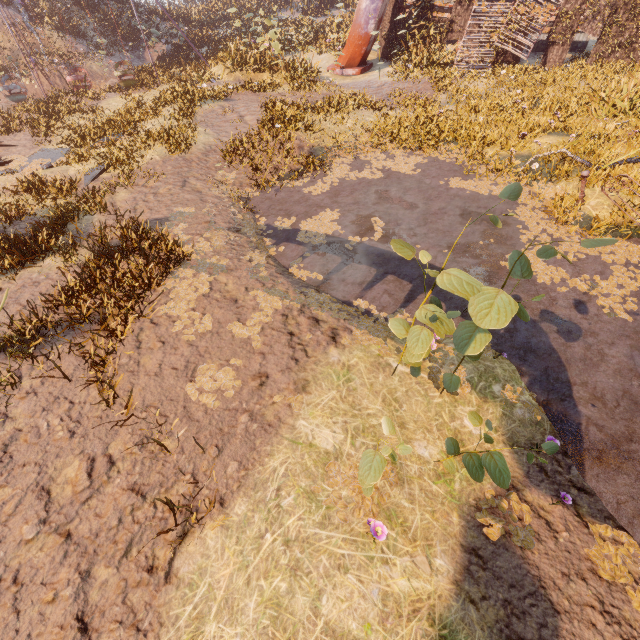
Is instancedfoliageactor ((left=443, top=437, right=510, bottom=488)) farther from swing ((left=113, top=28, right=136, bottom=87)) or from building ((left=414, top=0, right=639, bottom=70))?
swing ((left=113, top=28, right=136, bottom=87))

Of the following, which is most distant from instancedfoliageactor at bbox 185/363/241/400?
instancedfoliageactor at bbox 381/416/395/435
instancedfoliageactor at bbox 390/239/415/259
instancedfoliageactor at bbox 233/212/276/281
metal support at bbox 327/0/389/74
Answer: metal support at bbox 327/0/389/74

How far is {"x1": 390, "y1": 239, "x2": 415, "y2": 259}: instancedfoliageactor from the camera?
3.67m

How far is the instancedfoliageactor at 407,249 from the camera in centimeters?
367cm

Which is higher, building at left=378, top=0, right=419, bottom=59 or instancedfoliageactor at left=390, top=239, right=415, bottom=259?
building at left=378, top=0, right=419, bottom=59

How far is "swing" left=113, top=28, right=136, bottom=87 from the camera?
18.3m

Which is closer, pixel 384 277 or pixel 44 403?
pixel 44 403

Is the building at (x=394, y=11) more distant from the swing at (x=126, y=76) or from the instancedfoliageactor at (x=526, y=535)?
the instancedfoliageactor at (x=526, y=535)
